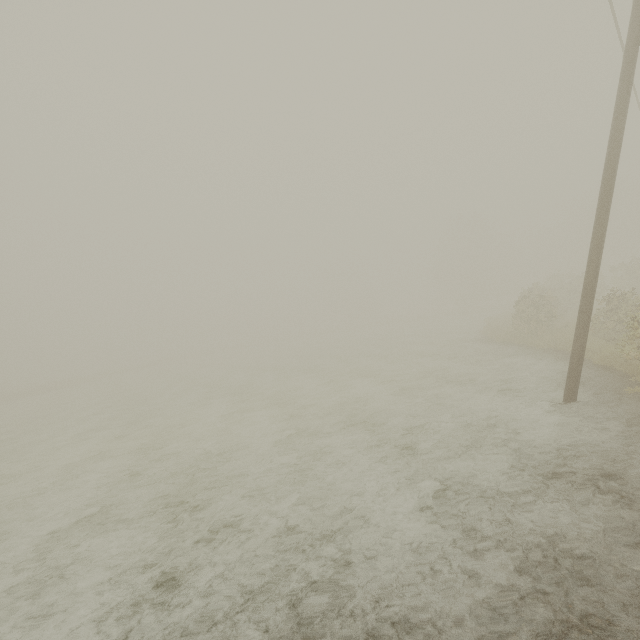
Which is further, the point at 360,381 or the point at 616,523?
the point at 360,381
